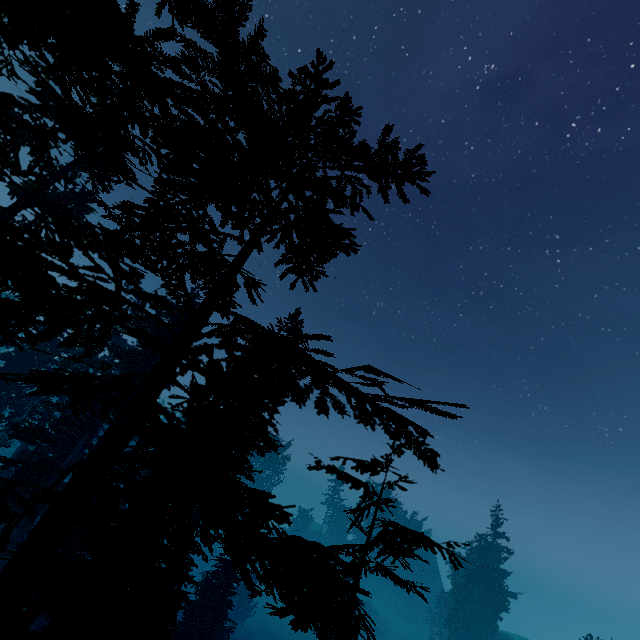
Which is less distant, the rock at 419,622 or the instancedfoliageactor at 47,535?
the instancedfoliageactor at 47,535

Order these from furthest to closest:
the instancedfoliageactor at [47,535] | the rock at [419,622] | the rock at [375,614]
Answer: the rock at [419,622], the rock at [375,614], the instancedfoliageactor at [47,535]

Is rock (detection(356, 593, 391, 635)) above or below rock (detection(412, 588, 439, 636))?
below

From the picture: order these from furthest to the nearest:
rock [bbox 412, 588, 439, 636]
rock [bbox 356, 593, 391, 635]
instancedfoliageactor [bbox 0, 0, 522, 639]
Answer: rock [bbox 412, 588, 439, 636]
rock [bbox 356, 593, 391, 635]
instancedfoliageactor [bbox 0, 0, 522, 639]

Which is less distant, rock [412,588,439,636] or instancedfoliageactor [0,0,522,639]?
instancedfoliageactor [0,0,522,639]

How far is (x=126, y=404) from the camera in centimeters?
462cm

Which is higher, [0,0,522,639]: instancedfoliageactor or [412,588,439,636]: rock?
[0,0,522,639]: instancedfoliageactor
